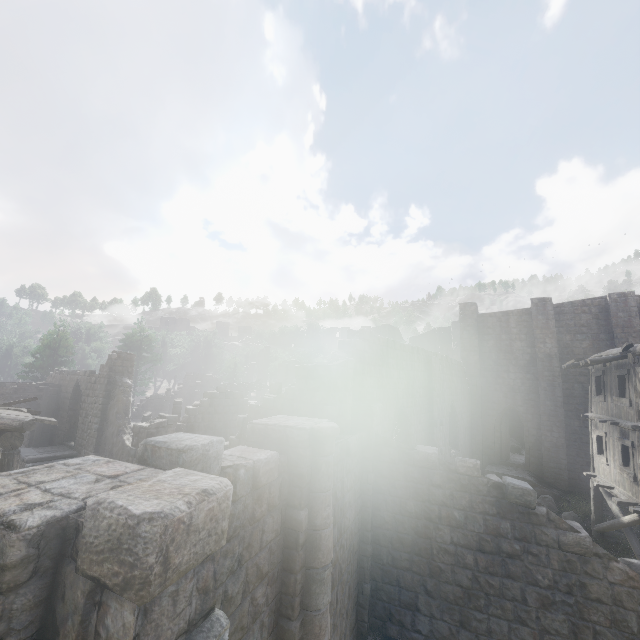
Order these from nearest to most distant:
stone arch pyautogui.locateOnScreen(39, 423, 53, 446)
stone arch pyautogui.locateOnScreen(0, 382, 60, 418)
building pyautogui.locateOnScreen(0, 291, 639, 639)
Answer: building pyautogui.locateOnScreen(0, 291, 639, 639) → stone arch pyautogui.locateOnScreen(0, 382, 60, 418) → stone arch pyautogui.locateOnScreen(39, 423, 53, 446)

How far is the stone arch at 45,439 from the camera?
21.8m

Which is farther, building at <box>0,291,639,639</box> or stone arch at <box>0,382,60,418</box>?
stone arch at <box>0,382,60,418</box>

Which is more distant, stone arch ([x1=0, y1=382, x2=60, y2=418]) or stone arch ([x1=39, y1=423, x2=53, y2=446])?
stone arch ([x1=39, y1=423, x2=53, y2=446])

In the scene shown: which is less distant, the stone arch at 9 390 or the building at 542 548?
the building at 542 548

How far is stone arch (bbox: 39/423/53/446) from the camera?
21.75m

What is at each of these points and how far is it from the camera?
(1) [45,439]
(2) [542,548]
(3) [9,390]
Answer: (1) stone arch, 21.88m
(2) building, 8.22m
(3) stone arch, 20.88m
